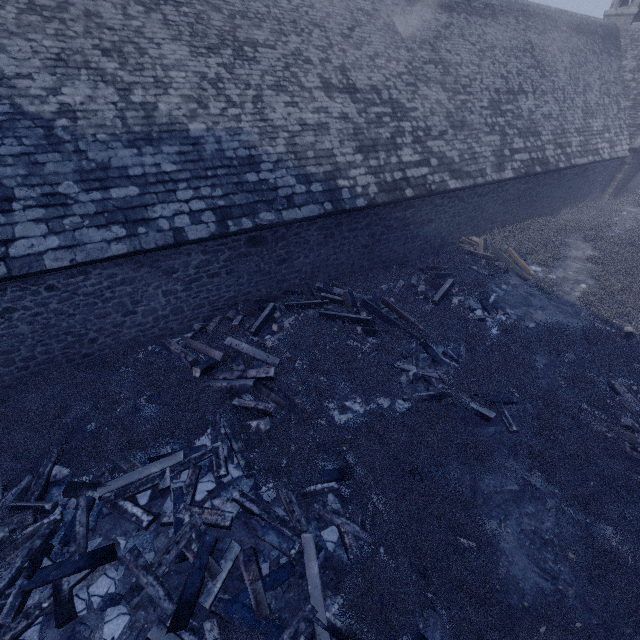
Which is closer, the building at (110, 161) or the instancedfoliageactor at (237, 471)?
the instancedfoliageactor at (237, 471)

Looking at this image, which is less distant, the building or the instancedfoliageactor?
the instancedfoliageactor

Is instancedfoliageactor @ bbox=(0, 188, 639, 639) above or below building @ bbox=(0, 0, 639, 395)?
below

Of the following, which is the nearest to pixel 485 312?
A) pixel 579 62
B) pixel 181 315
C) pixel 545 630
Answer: pixel 545 630

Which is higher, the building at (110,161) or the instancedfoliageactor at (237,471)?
the building at (110,161)
